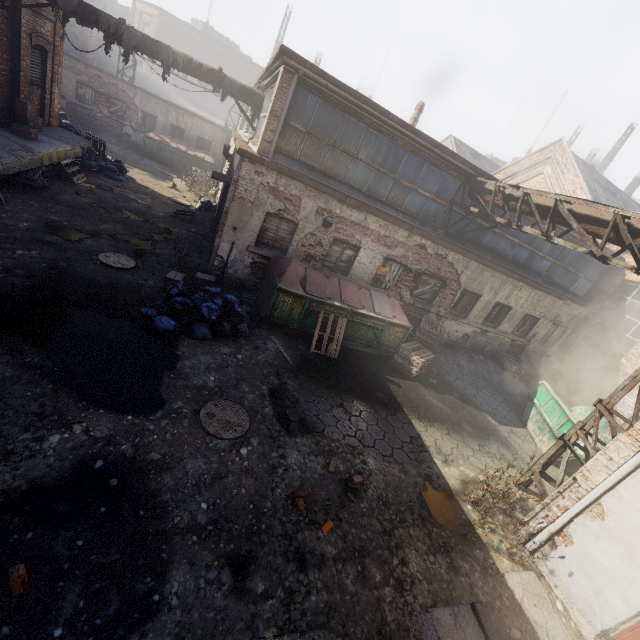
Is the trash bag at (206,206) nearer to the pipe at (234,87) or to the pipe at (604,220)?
the pipe at (234,87)

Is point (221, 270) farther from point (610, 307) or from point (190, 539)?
point (610, 307)

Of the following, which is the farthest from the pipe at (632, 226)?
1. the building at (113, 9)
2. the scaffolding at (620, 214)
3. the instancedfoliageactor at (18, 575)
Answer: the building at (113, 9)

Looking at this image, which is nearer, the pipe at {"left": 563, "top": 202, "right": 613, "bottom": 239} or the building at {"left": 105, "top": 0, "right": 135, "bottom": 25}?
the pipe at {"left": 563, "top": 202, "right": 613, "bottom": 239}

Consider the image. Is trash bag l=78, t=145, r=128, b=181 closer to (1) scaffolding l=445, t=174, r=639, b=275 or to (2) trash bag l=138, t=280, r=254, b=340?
(2) trash bag l=138, t=280, r=254, b=340

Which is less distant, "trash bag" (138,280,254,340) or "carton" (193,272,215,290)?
"trash bag" (138,280,254,340)

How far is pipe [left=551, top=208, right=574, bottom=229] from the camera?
7.67m

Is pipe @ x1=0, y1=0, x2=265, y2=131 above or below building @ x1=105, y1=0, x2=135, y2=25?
below
